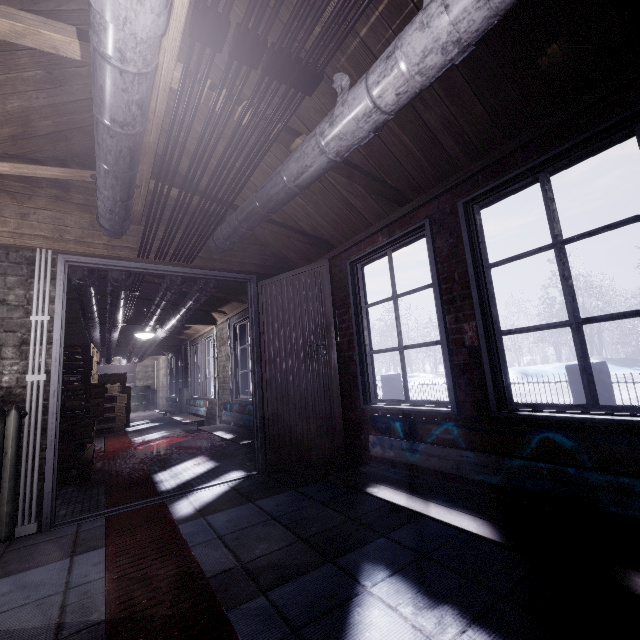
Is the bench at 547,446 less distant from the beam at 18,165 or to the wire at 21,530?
the beam at 18,165

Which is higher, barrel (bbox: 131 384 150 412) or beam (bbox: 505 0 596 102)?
beam (bbox: 505 0 596 102)

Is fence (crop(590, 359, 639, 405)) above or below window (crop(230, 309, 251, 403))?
below

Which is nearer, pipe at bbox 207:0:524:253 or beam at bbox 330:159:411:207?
pipe at bbox 207:0:524:253

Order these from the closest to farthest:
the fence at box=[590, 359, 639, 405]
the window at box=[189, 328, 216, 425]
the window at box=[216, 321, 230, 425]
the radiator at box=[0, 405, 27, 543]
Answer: the radiator at box=[0, 405, 27, 543] < the fence at box=[590, 359, 639, 405] < the window at box=[216, 321, 230, 425] < the window at box=[189, 328, 216, 425]

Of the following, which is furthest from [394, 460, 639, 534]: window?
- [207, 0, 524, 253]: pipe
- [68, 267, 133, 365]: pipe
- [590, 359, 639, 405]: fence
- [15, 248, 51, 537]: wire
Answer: [590, 359, 639, 405]: fence

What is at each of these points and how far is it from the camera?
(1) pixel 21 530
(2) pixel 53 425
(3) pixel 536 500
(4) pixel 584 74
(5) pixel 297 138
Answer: (1) wire, 2.1m
(2) door, 2.3m
(3) window, 1.6m
(4) beam, 1.4m
(5) beam, 1.8m

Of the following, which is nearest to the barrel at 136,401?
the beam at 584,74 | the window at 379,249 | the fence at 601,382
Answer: the window at 379,249
